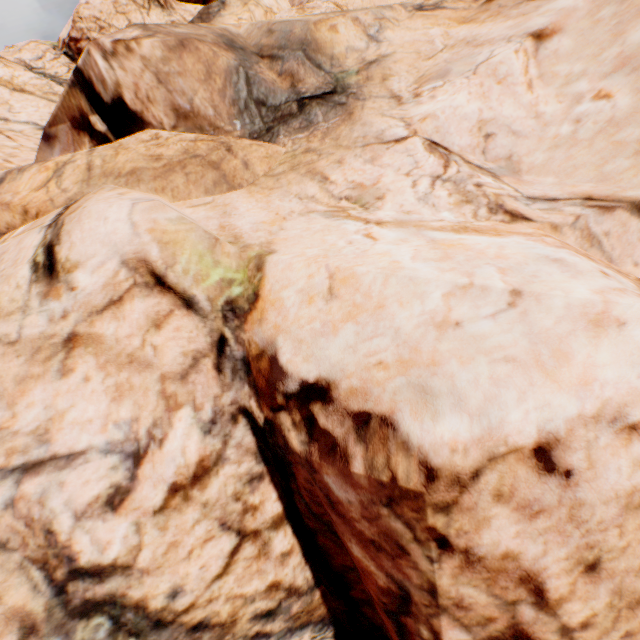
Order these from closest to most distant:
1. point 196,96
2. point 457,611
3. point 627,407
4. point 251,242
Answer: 1. point 627,407
2. point 457,611
3. point 251,242
4. point 196,96
